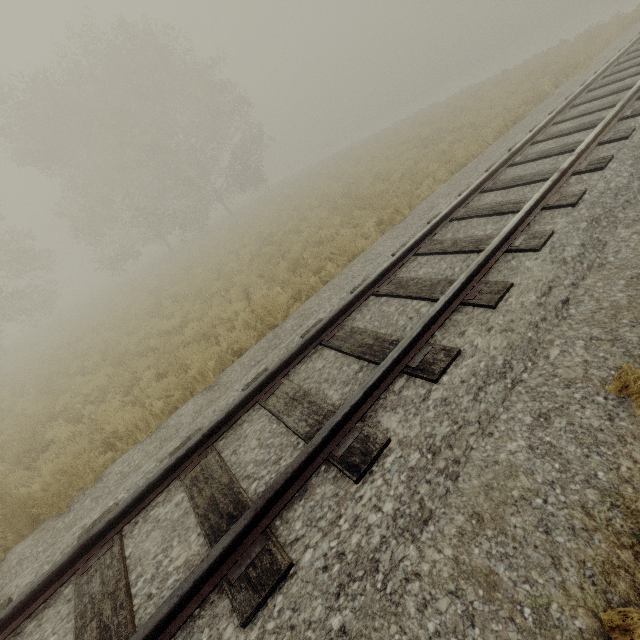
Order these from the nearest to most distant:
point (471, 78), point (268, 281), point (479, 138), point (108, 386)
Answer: point (108, 386), point (268, 281), point (479, 138), point (471, 78)
